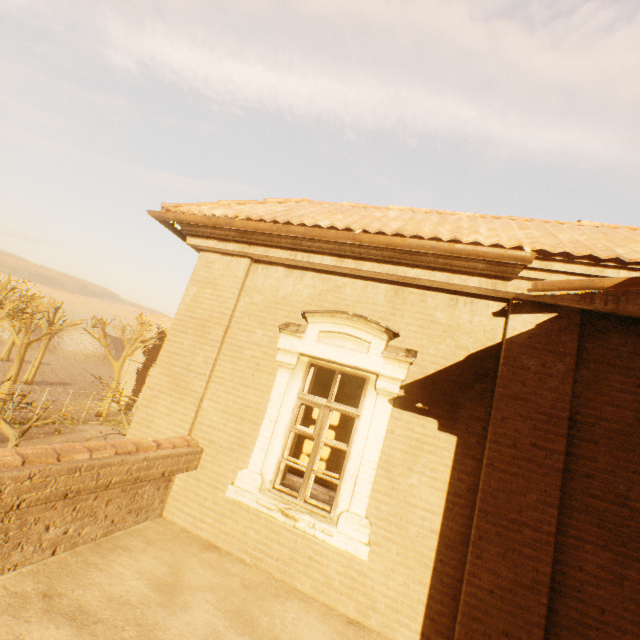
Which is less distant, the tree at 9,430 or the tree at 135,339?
the tree at 9,430

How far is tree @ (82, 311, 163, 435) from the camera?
13.48m

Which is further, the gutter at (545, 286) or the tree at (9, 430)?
the tree at (9, 430)

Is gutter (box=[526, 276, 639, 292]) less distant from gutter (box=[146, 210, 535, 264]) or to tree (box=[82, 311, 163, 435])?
gutter (box=[146, 210, 535, 264])

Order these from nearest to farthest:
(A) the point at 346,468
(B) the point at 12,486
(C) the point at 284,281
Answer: (B) the point at 12,486 < (A) the point at 346,468 < (C) the point at 284,281

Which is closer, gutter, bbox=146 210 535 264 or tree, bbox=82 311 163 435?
gutter, bbox=146 210 535 264

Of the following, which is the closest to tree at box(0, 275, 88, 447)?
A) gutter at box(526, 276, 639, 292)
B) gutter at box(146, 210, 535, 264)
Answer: gutter at box(146, 210, 535, 264)

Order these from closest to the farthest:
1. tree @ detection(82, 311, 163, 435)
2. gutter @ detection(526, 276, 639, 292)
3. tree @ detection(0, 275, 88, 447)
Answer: gutter @ detection(526, 276, 639, 292) < tree @ detection(0, 275, 88, 447) < tree @ detection(82, 311, 163, 435)
